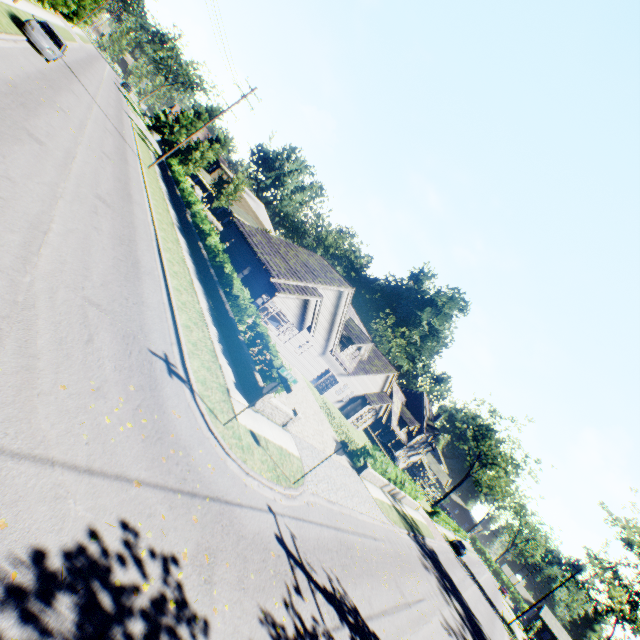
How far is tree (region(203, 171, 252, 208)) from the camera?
43.3 meters

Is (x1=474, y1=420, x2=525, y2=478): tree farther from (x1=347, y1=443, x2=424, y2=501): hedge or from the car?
(x1=347, y1=443, x2=424, y2=501): hedge

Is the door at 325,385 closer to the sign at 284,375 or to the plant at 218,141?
the sign at 284,375

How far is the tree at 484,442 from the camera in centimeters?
5458cm

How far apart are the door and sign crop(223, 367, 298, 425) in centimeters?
2132cm

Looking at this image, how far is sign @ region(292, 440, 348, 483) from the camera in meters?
10.9 m

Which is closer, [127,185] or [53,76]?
[127,185]

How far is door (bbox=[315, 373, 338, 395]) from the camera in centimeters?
3058cm
